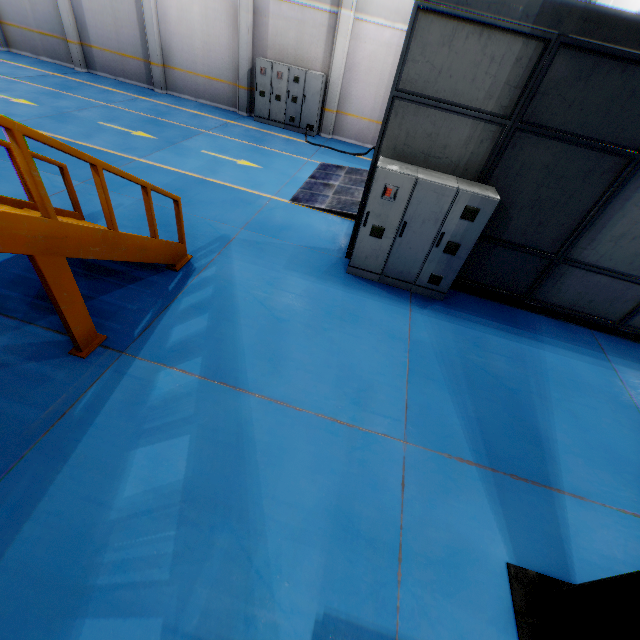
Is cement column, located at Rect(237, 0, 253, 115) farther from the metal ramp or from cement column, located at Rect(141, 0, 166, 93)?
the metal ramp

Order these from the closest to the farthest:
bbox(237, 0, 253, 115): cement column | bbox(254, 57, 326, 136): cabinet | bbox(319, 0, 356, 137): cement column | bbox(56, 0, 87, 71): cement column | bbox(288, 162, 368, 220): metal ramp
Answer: bbox(288, 162, 368, 220): metal ramp < bbox(319, 0, 356, 137): cement column < bbox(237, 0, 253, 115): cement column < bbox(254, 57, 326, 136): cabinet < bbox(56, 0, 87, 71): cement column

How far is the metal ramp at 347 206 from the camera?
8.8m

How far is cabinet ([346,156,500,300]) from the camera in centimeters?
536cm

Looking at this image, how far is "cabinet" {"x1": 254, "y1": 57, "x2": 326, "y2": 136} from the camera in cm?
1275

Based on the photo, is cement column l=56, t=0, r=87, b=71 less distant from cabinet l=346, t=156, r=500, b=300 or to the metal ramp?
the metal ramp

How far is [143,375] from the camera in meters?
4.2 m

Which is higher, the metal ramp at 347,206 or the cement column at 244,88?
the cement column at 244,88
